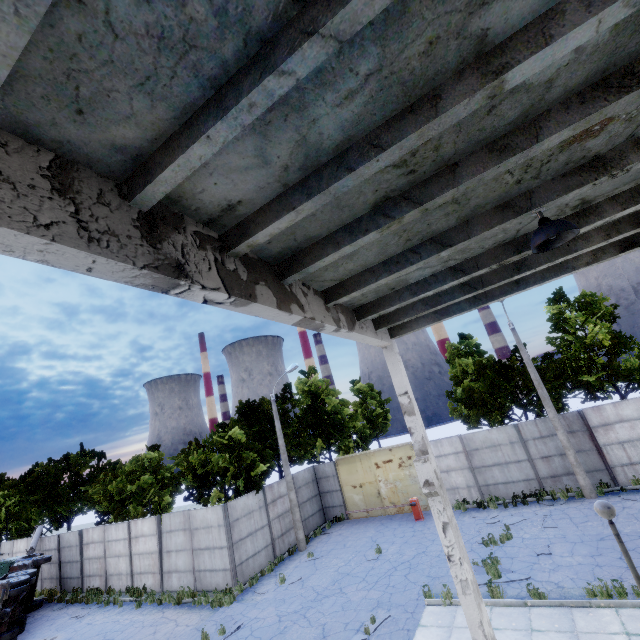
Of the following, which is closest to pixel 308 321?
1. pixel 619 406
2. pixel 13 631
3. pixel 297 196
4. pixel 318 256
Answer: pixel 318 256

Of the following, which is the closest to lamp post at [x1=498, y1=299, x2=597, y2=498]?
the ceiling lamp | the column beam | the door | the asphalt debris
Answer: the door

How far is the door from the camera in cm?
1994

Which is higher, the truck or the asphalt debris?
the truck

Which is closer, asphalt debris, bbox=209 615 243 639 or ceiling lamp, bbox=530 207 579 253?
ceiling lamp, bbox=530 207 579 253

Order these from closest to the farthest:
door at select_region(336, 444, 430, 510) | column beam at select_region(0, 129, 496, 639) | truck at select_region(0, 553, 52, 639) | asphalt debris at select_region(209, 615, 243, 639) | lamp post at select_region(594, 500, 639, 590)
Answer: column beam at select_region(0, 129, 496, 639) < lamp post at select_region(594, 500, 639, 590) < asphalt debris at select_region(209, 615, 243, 639) < truck at select_region(0, 553, 52, 639) < door at select_region(336, 444, 430, 510)

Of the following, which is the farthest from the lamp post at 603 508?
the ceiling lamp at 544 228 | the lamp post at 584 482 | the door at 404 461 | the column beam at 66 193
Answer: the door at 404 461

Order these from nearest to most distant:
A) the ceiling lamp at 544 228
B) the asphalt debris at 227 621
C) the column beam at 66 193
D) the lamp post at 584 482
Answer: the column beam at 66 193 → the ceiling lamp at 544 228 → the asphalt debris at 227 621 → the lamp post at 584 482
